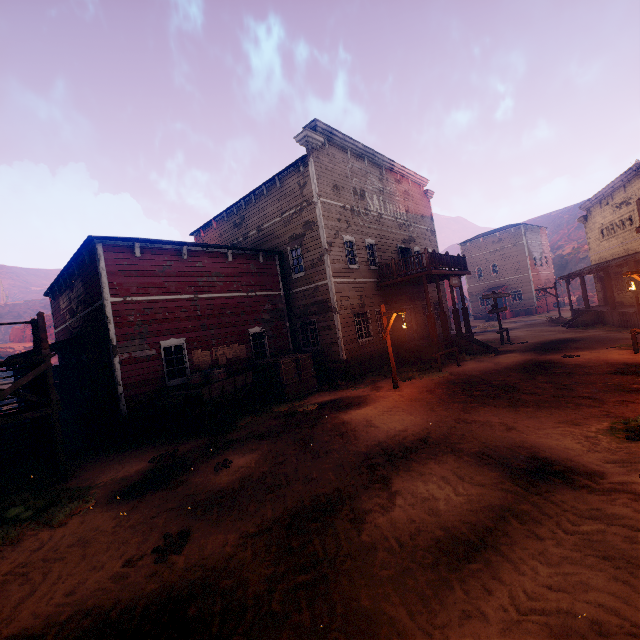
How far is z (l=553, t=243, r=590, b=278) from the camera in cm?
5442

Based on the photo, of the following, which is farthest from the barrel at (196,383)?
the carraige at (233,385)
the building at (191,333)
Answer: the building at (191,333)

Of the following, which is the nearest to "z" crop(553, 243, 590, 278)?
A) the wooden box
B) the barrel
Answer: the wooden box

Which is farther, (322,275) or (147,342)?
(322,275)

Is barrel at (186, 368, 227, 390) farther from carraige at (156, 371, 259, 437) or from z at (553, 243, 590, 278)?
z at (553, 243, 590, 278)

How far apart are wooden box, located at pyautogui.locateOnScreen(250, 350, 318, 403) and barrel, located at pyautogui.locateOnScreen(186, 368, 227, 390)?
2.12m

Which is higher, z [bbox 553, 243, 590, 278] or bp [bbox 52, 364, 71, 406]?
z [bbox 553, 243, 590, 278]

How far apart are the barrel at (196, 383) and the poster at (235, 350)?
1.2m
